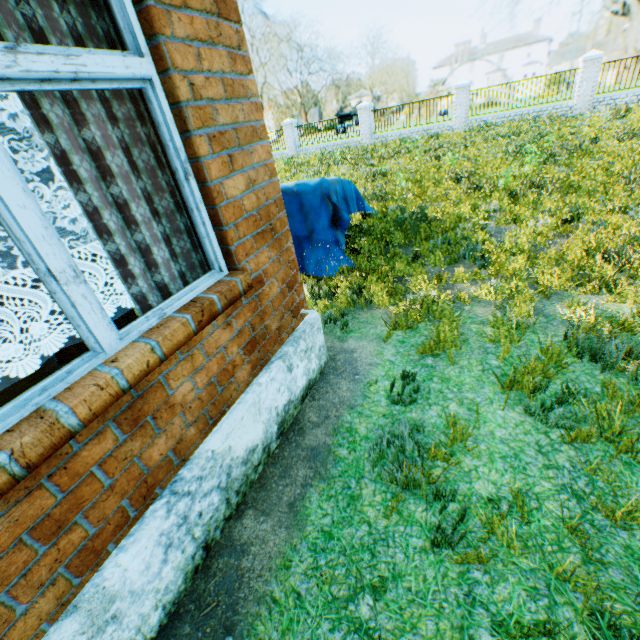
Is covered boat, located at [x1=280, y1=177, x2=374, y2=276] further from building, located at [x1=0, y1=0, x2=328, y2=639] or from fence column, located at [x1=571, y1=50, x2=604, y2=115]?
fence column, located at [x1=571, y1=50, x2=604, y2=115]

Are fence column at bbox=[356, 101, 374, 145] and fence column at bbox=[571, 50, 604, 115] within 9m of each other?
no

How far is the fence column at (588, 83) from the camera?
15.0m

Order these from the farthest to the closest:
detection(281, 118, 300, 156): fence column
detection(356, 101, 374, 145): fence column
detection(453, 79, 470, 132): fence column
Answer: detection(281, 118, 300, 156): fence column < detection(356, 101, 374, 145): fence column < detection(453, 79, 470, 132): fence column

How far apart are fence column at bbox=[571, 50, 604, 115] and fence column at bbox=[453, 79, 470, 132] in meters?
4.8 m

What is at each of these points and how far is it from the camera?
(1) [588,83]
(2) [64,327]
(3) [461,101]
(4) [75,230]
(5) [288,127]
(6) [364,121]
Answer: (1) fence column, 15.4 meters
(2) cabinet, 2.7 meters
(3) fence column, 17.8 meters
(4) cabinet, 2.0 meters
(5) fence column, 22.4 meters
(6) fence column, 20.3 meters

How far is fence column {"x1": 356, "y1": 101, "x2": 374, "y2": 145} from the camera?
19.89m

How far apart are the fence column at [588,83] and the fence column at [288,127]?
15.93m
